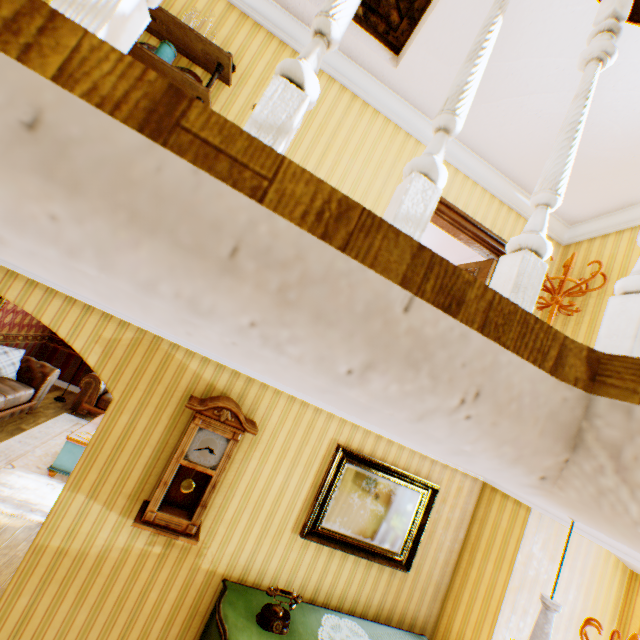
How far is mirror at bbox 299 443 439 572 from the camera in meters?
3.4

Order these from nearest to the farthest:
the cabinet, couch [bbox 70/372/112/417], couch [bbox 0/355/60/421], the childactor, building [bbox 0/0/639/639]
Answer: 1. building [bbox 0/0/639/639]
2. the cabinet
3. the childactor
4. couch [bbox 0/355/60/421]
5. couch [bbox 70/372/112/417]

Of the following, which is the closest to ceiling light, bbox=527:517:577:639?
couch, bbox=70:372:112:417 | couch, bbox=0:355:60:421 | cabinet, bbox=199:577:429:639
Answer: cabinet, bbox=199:577:429:639

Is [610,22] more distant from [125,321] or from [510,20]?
[125,321]

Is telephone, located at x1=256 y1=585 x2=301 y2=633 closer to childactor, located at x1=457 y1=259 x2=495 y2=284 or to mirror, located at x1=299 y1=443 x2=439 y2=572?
mirror, located at x1=299 y1=443 x2=439 y2=572

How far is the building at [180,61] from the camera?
3.3m

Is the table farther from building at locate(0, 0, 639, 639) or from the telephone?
the telephone

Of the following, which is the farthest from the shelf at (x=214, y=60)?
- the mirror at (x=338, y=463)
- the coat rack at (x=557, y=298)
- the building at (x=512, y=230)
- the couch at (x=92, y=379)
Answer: the couch at (x=92, y=379)
